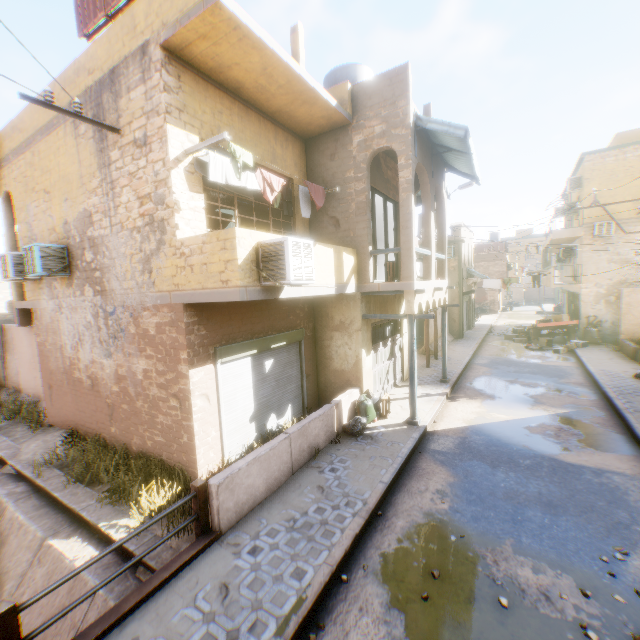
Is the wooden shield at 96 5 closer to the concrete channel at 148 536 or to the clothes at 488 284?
the concrete channel at 148 536

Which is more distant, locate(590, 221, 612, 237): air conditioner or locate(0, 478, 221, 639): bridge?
locate(590, 221, 612, 237): air conditioner

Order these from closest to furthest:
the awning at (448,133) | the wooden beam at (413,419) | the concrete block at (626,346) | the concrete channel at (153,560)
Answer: the concrete channel at (153,560) → the awning at (448,133) → the wooden beam at (413,419) → the concrete block at (626,346)

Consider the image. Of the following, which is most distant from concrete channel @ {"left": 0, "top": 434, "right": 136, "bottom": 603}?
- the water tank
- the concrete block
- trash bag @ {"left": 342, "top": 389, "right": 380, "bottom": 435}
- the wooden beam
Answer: the concrete block

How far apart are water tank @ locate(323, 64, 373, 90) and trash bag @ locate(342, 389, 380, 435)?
8.3m

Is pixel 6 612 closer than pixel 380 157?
Yes

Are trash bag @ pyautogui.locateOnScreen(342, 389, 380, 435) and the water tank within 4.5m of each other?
no

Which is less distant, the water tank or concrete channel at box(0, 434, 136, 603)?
concrete channel at box(0, 434, 136, 603)
